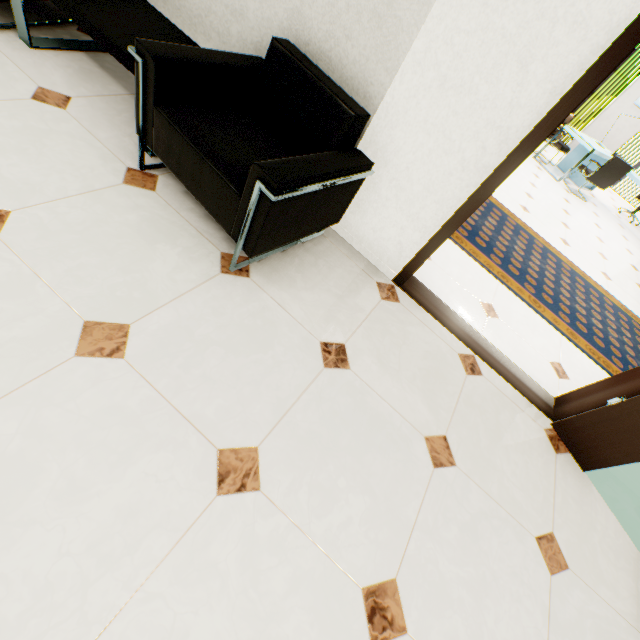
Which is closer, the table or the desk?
the table

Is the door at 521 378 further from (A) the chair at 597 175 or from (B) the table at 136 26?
(A) the chair at 597 175

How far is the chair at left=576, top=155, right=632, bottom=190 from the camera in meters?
6.2 m

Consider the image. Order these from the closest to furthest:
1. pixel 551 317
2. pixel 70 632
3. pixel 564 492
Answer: pixel 70 632 → pixel 564 492 → pixel 551 317

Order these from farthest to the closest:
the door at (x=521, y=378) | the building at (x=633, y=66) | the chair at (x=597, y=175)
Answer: the building at (x=633, y=66), the chair at (x=597, y=175), the door at (x=521, y=378)

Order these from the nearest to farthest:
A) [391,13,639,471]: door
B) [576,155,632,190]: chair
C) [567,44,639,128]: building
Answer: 1. [391,13,639,471]: door
2. [576,155,632,190]: chair
3. [567,44,639,128]: building

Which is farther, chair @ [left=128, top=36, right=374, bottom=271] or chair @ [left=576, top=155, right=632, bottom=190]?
chair @ [left=576, top=155, right=632, bottom=190]

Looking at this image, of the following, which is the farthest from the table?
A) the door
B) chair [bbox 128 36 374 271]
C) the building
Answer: the building
